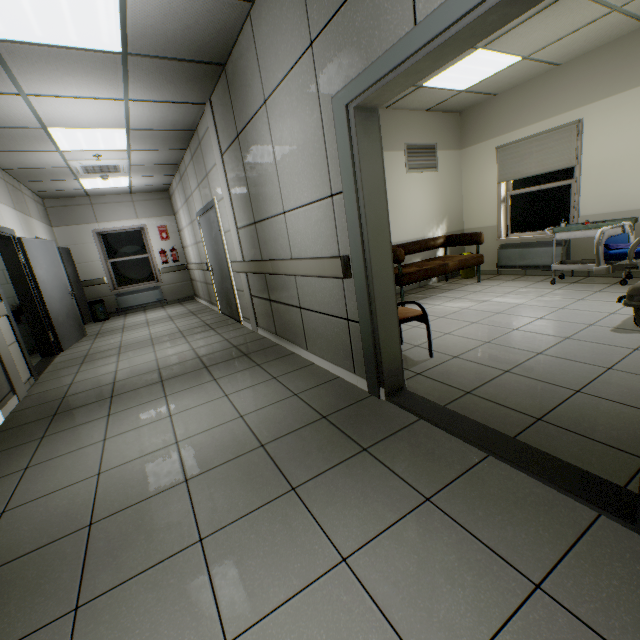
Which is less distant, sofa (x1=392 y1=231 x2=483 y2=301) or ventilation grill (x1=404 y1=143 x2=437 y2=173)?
sofa (x1=392 y1=231 x2=483 y2=301)

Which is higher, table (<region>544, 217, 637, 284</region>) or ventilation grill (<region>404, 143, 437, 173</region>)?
ventilation grill (<region>404, 143, 437, 173</region>)

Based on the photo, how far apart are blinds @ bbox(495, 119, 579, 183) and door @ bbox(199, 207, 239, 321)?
5.3m

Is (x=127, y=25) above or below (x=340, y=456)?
above

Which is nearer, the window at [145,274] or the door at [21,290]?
the door at [21,290]

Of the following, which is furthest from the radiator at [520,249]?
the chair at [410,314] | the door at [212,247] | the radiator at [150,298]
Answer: the radiator at [150,298]

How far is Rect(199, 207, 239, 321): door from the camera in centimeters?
573cm

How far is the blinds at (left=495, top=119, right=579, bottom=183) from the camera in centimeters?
509cm
